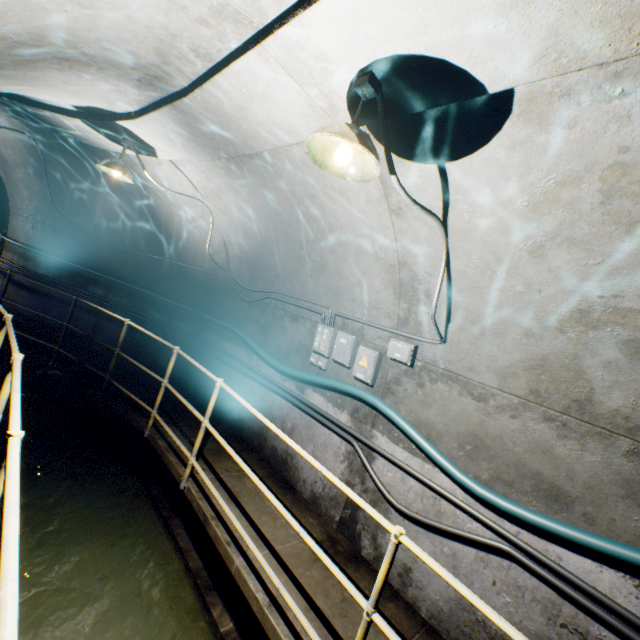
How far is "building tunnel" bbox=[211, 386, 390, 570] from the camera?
3.5m

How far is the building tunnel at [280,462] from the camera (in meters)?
3.51

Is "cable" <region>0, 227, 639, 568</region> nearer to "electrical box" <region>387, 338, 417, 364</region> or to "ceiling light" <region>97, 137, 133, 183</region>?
"electrical box" <region>387, 338, 417, 364</region>

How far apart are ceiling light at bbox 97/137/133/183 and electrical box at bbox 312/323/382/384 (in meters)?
3.53

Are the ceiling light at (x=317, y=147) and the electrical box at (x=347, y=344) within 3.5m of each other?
yes

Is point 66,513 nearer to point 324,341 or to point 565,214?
point 324,341

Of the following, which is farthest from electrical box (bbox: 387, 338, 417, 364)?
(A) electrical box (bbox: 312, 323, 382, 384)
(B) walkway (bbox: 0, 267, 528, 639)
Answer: (B) walkway (bbox: 0, 267, 528, 639)

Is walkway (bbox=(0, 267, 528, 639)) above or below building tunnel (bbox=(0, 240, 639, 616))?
below
